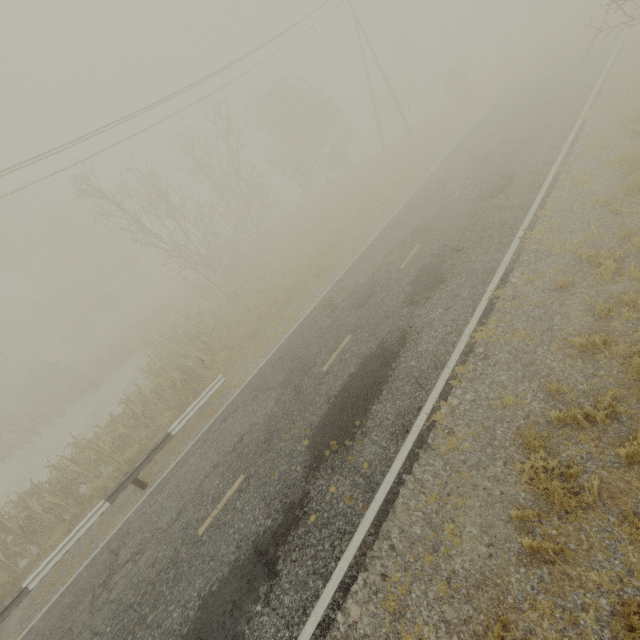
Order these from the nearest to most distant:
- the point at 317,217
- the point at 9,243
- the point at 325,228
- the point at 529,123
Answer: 1. the point at 529,123
2. the point at 325,228
3. the point at 317,217
4. the point at 9,243
